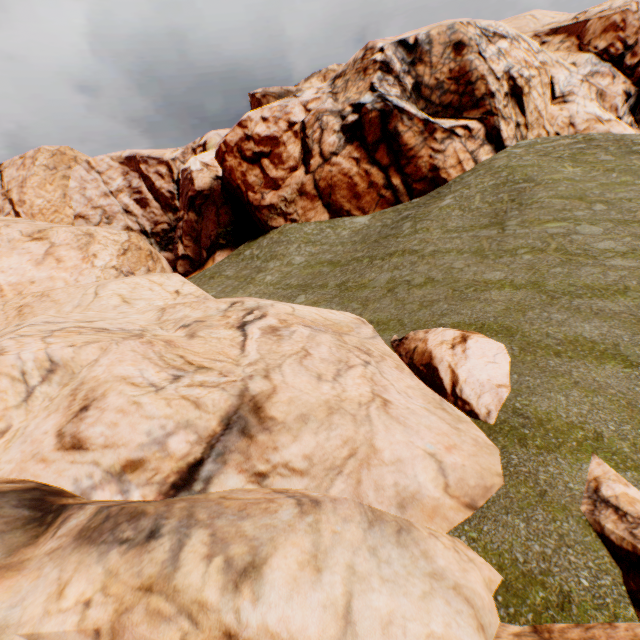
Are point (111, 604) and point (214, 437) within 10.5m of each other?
yes

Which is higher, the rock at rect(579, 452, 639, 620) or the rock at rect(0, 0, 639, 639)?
the rock at rect(0, 0, 639, 639)

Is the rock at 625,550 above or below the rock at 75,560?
below
